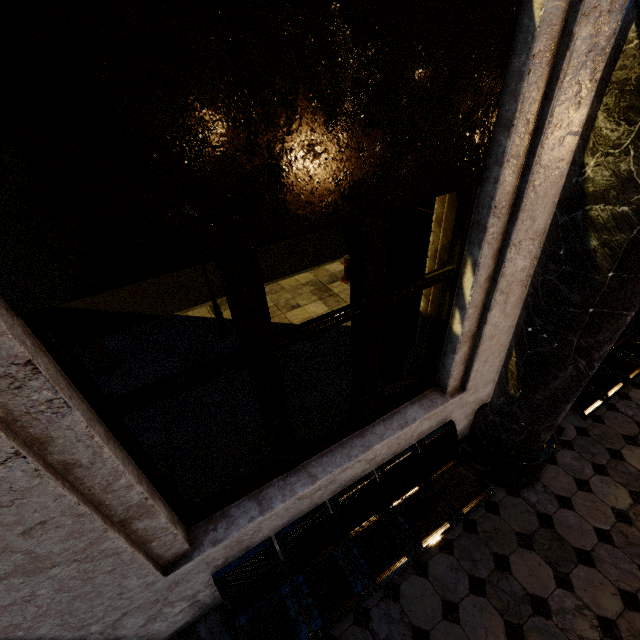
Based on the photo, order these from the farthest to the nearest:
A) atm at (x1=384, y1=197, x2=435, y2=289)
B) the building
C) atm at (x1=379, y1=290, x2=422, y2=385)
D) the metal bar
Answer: the metal bar, atm at (x1=379, y1=290, x2=422, y2=385), atm at (x1=384, y1=197, x2=435, y2=289), the building

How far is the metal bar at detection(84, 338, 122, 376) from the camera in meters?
5.1 m

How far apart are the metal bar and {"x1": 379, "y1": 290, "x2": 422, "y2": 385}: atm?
4.1 meters

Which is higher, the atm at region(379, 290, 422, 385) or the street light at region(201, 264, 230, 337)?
the atm at region(379, 290, 422, 385)

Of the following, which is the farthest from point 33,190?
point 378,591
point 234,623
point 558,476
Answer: point 558,476

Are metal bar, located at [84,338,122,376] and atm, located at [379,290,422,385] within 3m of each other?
no

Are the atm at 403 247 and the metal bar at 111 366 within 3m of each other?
no

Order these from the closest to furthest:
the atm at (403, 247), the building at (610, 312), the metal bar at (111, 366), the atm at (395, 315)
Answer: the building at (610, 312)
the atm at (403, 247)
the atm at (395, 315)
the metal bar at (111, 366)
